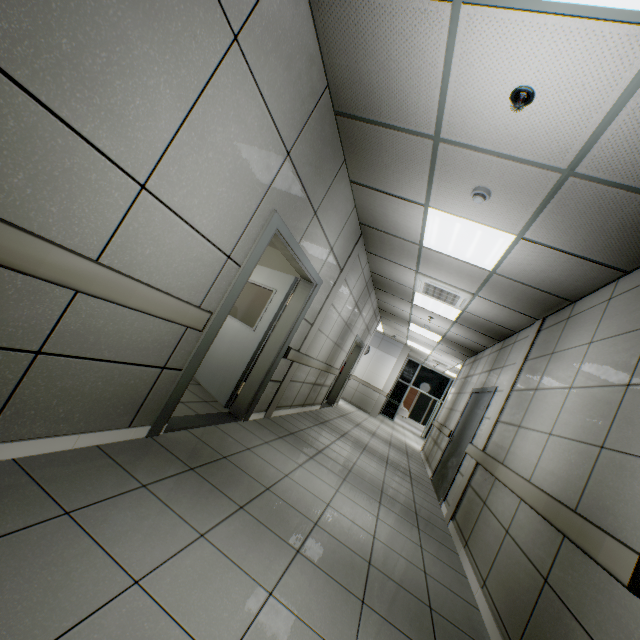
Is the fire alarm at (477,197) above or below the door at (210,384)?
above

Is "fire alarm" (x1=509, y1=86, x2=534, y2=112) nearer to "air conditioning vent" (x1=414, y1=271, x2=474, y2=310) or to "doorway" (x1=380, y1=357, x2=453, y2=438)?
"air conditioning vent" (x1=414, y1=271, x2=474, y2=310)

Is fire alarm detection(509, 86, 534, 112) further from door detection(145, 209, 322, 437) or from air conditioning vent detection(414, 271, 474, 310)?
air conditioning vent detection(414, 271, 474, 310)

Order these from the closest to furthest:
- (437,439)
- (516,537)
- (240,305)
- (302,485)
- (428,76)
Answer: (428,76)
(516,537)
(302,485)
(240,305)
(437,439)

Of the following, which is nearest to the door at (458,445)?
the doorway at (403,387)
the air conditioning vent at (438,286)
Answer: the air conditioning vent at (438,286)

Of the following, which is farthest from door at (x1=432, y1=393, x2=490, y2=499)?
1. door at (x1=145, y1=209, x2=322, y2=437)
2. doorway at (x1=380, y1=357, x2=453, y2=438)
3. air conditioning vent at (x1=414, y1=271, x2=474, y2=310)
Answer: doorway at (x1=380, y1=357, x2=453, y2=438)

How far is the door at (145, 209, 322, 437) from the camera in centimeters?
275cm

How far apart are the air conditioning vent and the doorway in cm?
1088
